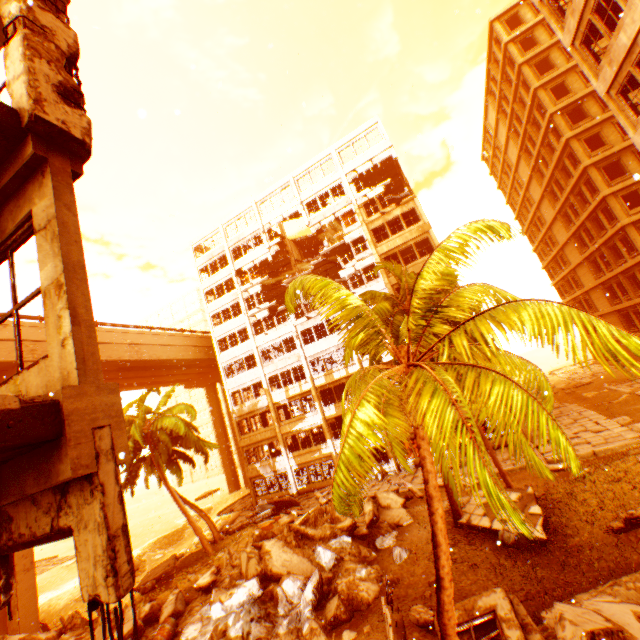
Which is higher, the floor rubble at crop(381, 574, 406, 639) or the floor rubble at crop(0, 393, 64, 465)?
the floor rubble at crop(0, 393, 64, 465)

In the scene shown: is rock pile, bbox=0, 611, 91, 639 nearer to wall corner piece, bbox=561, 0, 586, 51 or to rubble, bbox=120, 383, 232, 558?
rubble, bbox=120, 383, 232, 558

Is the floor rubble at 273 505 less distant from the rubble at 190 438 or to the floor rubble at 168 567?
the rubble at 190 438

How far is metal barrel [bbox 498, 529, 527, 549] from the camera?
11.5 meters

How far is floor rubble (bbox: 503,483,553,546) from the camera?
11.5 meters

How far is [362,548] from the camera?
13.78m

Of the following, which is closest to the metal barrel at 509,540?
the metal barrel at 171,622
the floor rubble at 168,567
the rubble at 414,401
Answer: the rubble at 414,401

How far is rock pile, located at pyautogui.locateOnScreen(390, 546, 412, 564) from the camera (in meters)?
12.66
